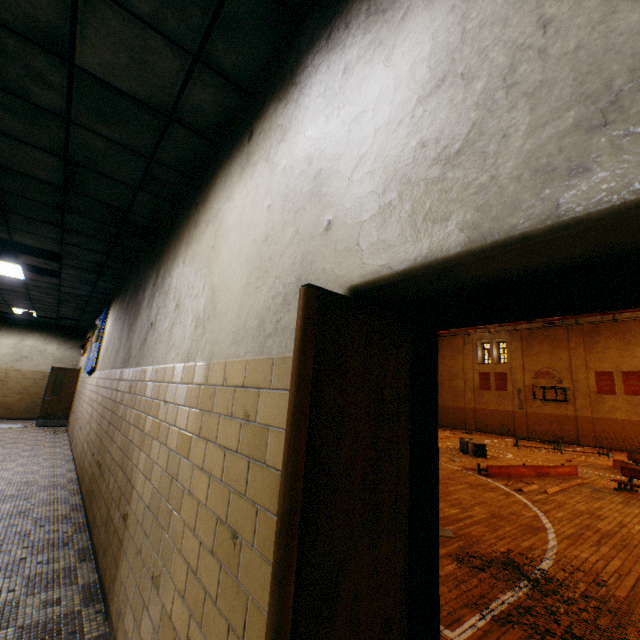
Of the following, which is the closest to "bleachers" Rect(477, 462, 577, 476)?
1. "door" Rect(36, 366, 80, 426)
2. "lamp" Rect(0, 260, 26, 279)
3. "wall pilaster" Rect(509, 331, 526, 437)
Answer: "lamp" Rect(0, 260, 26, 279)

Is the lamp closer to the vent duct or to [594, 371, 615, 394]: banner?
the vent duct

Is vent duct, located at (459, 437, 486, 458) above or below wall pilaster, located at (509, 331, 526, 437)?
below

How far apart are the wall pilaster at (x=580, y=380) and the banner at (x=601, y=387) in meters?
0.3

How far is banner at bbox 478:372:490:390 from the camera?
27.6 meters

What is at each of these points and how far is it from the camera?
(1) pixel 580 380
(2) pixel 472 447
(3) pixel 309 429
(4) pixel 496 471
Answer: (1) wall pilaster, 22.8m
(2) vent duct, 14.5m
(3) door, 0.8m
(4) bleachers, 9.2m

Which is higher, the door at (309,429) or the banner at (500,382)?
the banner at (500,382)

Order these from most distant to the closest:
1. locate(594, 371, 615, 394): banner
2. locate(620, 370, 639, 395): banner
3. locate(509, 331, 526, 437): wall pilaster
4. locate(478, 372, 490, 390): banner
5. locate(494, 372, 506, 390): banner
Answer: locate(478, 372, 490, 390): banner < locate(494, 372, 506, 390): banner < locate(509, 331, 526, 437): wall pilaster < locate(594, 371, 615, 394): banner < locate(620, 370, 639, 395): banner
